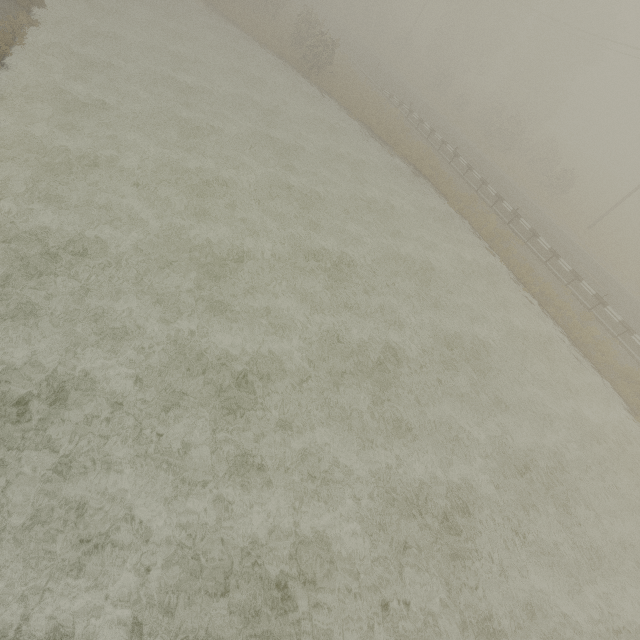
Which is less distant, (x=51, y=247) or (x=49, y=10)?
(x=51, y=247)
